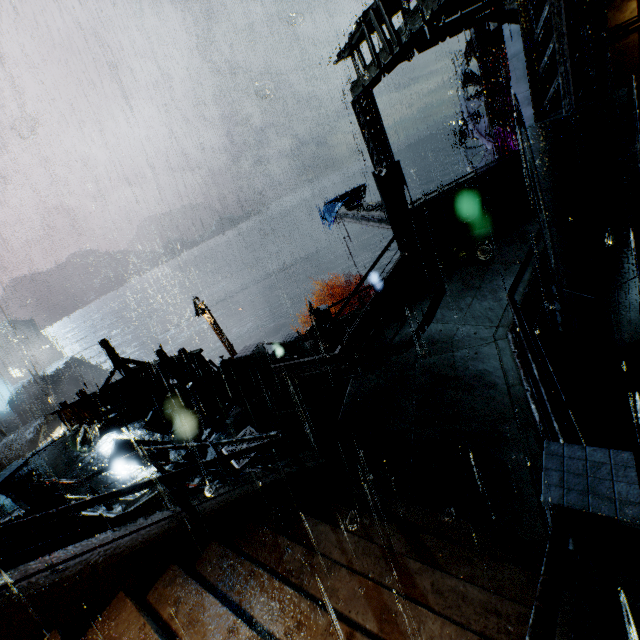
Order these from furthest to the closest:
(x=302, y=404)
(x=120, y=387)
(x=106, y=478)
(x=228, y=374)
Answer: (x=120, y=387)
(x=228, y=374)
(x=106, y=478)
(x=302, y=404)

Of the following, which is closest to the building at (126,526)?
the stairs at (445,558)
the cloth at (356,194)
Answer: the stairs at (445,558)

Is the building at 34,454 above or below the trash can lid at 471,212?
below

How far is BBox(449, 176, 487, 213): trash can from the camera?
12.4 meters

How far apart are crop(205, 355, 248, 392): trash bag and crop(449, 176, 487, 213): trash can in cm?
1043

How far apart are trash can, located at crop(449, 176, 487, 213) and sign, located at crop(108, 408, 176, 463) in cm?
1317

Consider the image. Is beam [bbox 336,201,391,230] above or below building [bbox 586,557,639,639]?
above

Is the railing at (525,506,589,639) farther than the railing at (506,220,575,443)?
No
